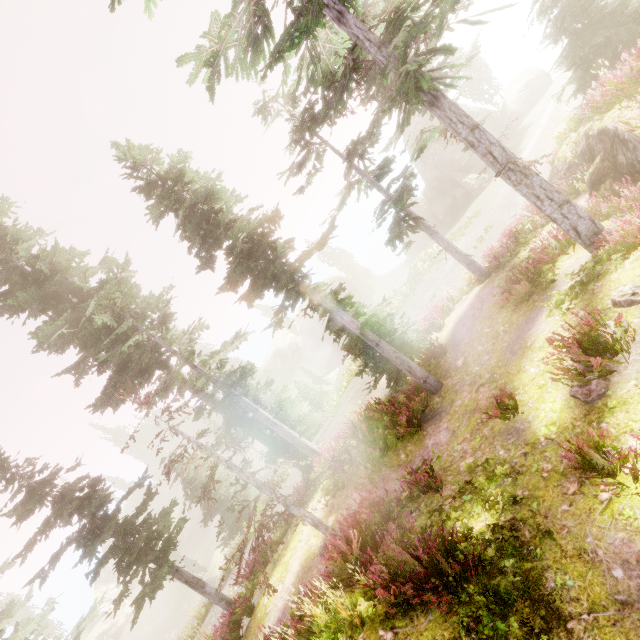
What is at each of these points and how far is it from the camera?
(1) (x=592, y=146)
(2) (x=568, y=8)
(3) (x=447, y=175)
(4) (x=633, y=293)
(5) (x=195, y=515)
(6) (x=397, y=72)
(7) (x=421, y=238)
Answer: (1) rock, 11.1m
(2) instancedfoliageactor, 13.4m
(3) rock, 41.4m
(4) instancedfoliageactor, 6.6m
(5) rock, 52.3m
(6) instancedfoliageactor, 6.6m
(7) rock, 47.7m

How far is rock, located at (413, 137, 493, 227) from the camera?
36.0 meters

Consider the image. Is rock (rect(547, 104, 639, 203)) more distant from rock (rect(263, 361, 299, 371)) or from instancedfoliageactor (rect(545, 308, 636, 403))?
rock (rect(263, 361, 299, 371))

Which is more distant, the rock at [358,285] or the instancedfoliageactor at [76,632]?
the rock at [358,285]

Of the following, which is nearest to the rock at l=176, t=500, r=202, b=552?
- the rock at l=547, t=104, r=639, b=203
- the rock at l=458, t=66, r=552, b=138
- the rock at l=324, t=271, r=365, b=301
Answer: the rock at l=324, t=271, r=365, b=301

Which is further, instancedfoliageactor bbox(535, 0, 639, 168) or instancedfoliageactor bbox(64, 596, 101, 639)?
instancedfoliageactor bbox(64, 596, 101, 639)

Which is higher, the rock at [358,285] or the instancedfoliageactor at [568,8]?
the instancedfoliageactor at [568,8]
